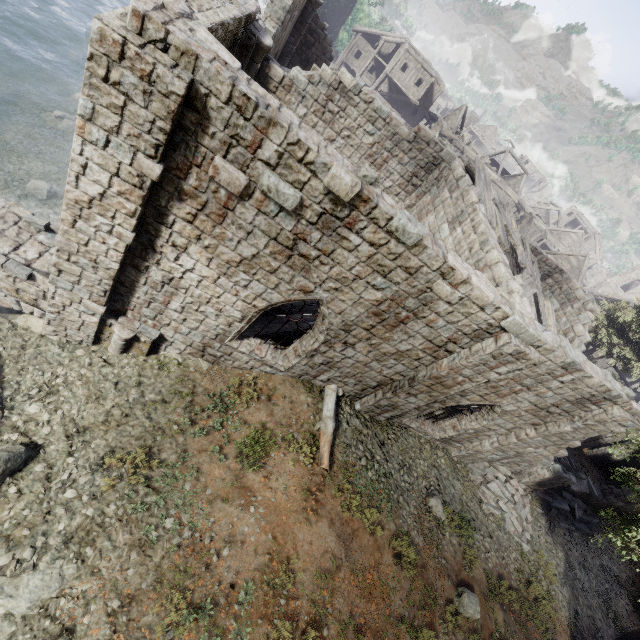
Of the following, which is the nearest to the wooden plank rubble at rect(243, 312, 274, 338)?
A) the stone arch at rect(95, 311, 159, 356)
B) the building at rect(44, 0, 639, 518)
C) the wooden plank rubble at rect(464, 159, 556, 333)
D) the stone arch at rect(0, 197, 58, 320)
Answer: the building at rect(44, 0, 639, 518)

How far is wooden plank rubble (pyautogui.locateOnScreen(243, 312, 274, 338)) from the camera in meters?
9.7 m

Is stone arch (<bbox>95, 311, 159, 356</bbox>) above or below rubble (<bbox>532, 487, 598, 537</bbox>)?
below

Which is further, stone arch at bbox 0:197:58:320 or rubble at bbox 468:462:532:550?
rubble at bbox 468:462:532:550

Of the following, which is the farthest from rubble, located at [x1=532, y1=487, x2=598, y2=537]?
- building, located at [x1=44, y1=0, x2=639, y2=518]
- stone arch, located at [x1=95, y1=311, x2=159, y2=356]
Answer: stone arch, located at [x1=95, y1=311, x2=159, y2=356]

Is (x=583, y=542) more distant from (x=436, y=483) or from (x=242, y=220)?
(x=242, y=220)

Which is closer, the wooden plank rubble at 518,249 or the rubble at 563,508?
the wooden plank rubble at 518,249

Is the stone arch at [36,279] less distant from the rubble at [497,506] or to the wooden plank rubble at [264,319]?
the wooden plank rubble at [264,319]
